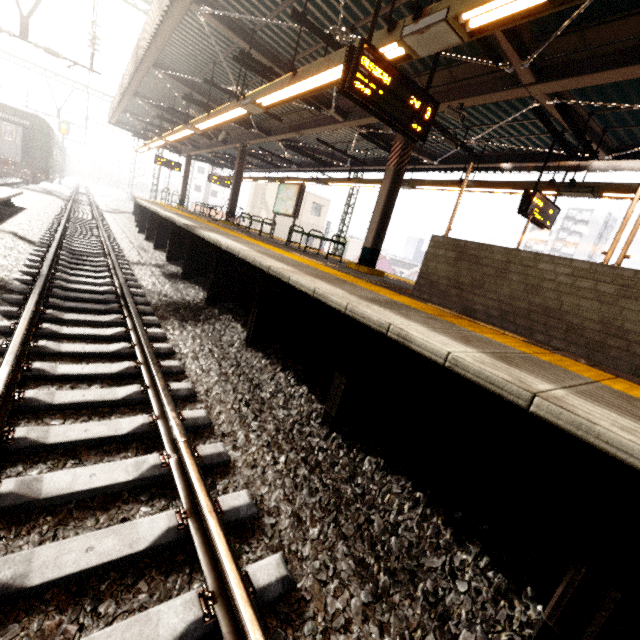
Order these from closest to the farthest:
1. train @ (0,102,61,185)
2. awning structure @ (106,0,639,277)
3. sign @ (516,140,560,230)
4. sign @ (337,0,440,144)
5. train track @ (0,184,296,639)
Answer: train track @ (0,184,296,639) < sign @ (337,0,440,144) < awning structure @ (106,0,639,277) < sign @ (516,140,560,230) < train @ (0,102,61,185)

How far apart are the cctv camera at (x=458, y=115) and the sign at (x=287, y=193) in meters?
5.1 m

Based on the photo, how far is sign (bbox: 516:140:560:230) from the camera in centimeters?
678cm

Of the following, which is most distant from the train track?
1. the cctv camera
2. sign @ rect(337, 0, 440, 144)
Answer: the cctv camera

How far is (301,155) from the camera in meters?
13.9

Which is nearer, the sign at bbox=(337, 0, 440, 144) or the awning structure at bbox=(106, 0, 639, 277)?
the sign at bbox=(337, 0, 440, 144)

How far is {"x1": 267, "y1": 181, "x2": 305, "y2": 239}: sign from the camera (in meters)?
10.66

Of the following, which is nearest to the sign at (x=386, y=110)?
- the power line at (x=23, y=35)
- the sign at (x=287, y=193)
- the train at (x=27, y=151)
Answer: the sign at (x=287, y=193)
